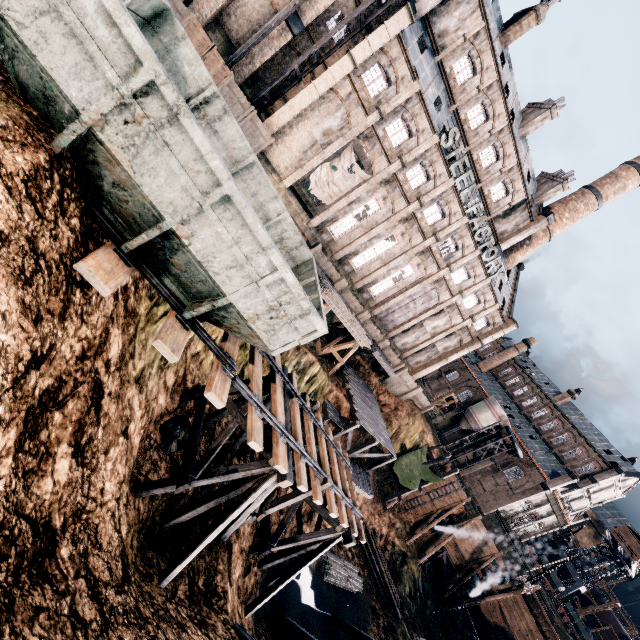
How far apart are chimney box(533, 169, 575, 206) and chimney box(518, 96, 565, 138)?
7.55m

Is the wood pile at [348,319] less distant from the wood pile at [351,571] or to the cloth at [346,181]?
the cloth at [346,181]

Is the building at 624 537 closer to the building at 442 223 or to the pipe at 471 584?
the pipe at 471 584

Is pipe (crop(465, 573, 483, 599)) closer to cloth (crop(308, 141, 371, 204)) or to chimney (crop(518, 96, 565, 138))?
cloth (crop(308, 141, 371, 204))

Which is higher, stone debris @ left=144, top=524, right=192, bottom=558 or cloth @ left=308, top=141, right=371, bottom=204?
cloth @ left=308, top=141, right=371, bottom=204

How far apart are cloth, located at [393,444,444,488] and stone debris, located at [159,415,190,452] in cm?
3099

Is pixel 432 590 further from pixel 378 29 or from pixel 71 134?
pixel 378 29

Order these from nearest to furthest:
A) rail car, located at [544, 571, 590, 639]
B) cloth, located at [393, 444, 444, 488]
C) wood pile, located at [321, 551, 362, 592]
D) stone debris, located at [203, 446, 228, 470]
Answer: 1. stone debris, located at [203, 446, 228, 470]
2. wood pile, located at [321, 551, 362, 592]
3. cloth, located at [393, 444, 444, 488]
4. rail car, located at [544, 571, 590, 639]
